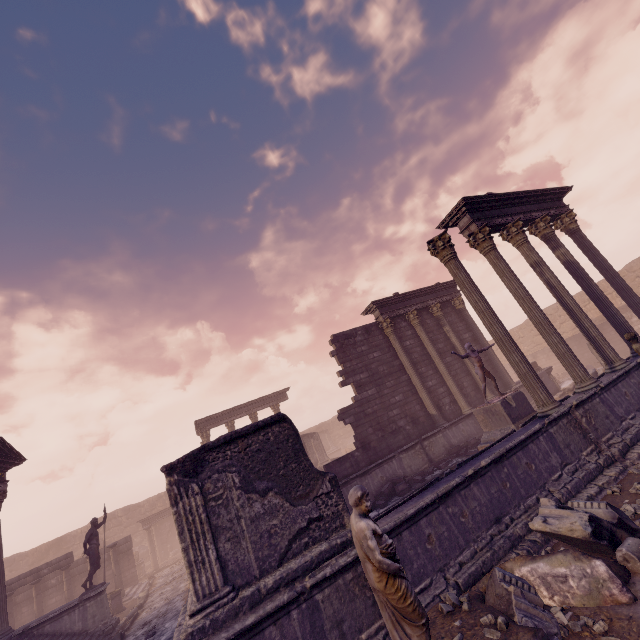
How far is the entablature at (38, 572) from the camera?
15.7 meters

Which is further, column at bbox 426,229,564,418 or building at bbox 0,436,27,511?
building at bbox 0,436,27,511

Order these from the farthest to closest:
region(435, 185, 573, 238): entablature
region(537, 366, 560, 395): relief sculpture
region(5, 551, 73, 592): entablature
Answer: region(537, 366, 560, 395): relief sculpture < region(5, 551, 73, 592): entablature < region(435, 185, 573, 238): entablature

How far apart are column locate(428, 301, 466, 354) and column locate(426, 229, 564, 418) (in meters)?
7.66

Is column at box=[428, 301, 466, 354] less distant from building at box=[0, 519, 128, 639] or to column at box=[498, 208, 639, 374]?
column at box=[498, 208, 639, 374]

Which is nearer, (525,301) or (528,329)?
(525,301)

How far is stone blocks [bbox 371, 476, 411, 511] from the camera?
10.8m

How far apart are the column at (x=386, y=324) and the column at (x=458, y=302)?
4.2m
